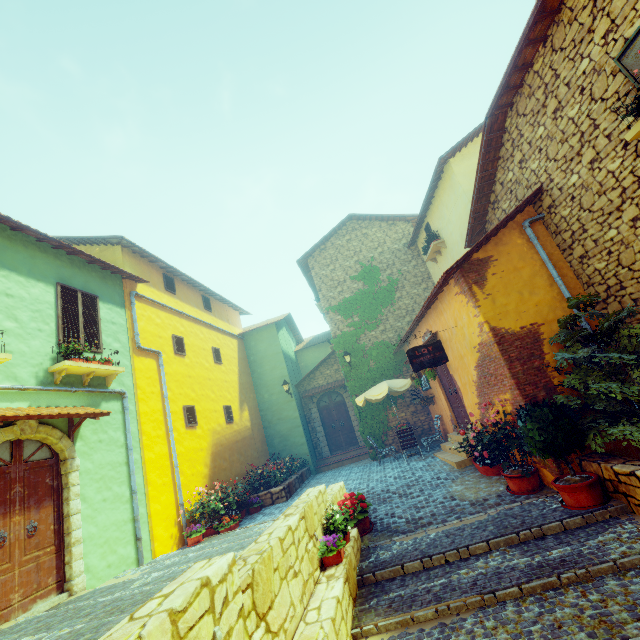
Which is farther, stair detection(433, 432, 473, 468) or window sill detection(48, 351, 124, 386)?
stair detection(433, 432, 473, 468)

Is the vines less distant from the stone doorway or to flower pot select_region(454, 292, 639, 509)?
flower pot select_region(454, 292, 639, 509)

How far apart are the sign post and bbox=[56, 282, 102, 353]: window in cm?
769

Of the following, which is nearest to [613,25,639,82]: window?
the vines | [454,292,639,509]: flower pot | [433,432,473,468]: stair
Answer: [454,292,639,509]: flower pot

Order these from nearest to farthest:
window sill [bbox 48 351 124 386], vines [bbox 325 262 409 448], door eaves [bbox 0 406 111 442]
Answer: door eaves [bbox 0 406 111 442]
window sill [bbox 48 351 124 386]
vines [bbox 325 262 409 448]

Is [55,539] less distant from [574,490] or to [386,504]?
[386,504]

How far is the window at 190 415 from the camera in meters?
10.3

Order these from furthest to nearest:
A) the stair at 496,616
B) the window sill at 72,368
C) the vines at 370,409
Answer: the vines at 370,409 < the window sill at 72,368 < the stair at 496,616
